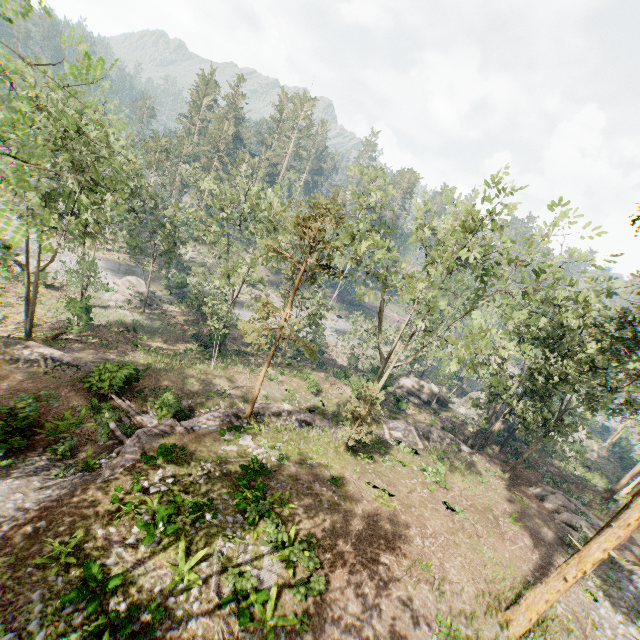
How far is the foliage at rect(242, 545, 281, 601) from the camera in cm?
1107

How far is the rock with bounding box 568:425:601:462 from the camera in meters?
44.2

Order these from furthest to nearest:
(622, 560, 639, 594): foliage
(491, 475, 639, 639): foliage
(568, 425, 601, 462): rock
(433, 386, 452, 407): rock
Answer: (568, 425, 601, 462): rock
(433, 386, 452, 407): rock
(622, 560, 639, 594): foliage
(491, 475, 639, 639): foliage

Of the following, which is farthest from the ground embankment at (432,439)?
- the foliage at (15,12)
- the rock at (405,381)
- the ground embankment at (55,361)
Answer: the ground embankment at (55,361)

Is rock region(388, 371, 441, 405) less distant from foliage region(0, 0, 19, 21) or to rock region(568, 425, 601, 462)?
foliage region(0, 0, 19, 21)

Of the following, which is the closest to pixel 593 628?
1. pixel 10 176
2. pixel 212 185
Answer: pixel 10 176

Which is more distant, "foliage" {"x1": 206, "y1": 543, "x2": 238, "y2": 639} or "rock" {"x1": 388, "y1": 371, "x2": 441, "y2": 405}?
"rock" {"x1": 388, "y1": 371, "x2": 441, "y2": 405}

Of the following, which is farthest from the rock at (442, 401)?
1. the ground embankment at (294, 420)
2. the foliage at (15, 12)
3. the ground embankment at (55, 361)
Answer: the ground embankment at (55, 361)
